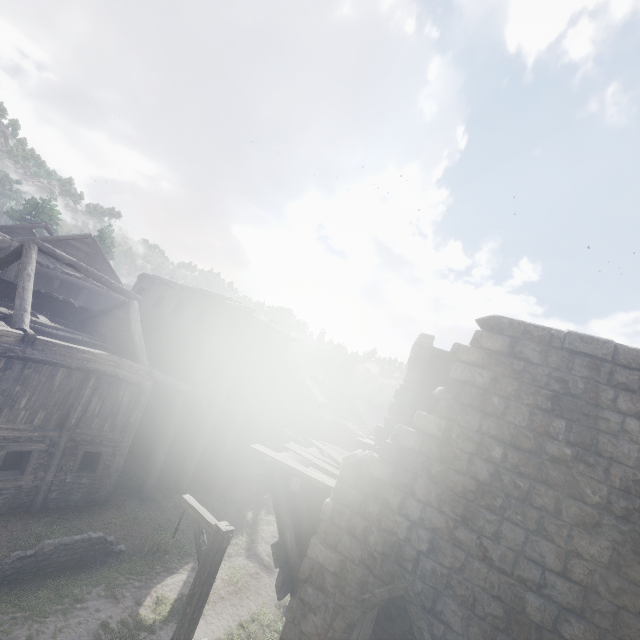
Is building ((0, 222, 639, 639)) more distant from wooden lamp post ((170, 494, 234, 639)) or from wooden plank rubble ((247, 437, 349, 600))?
wooden lamp post ((170, 494, 234, 639))

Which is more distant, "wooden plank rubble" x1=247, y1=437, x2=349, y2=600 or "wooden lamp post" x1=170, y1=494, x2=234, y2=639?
"wooden plank rubble" x1=247, y1=437, x2=349, y2=600

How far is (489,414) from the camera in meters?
6.3 m

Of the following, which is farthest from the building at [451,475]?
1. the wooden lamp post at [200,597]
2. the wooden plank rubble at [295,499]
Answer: the wooden lamp post at [200,597]

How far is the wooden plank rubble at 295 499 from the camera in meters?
7.2 m

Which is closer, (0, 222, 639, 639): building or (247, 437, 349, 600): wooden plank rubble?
(0, 222, 639, 639): building

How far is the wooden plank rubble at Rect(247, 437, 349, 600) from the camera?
7.2m
